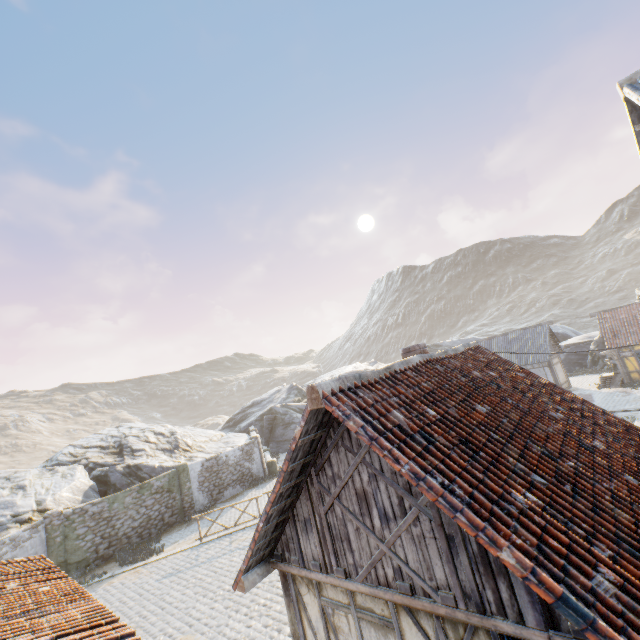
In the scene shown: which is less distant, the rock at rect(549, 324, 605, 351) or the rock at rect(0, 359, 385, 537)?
the rock at rect(0, 359, 385, 537)

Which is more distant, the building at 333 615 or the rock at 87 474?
the rock at 87 474

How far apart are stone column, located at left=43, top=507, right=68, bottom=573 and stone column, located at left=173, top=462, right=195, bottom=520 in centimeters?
548cm

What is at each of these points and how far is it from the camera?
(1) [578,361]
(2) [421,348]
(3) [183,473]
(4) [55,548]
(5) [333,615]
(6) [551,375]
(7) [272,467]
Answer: (1) rock, 35.9 meters
(2) chimney, 8.1 meters
(3) stone column, 20.0 meters
(4) stone column, 15.1 meters
(5) building, 5.4 meters
(6) building, 27.4 meters
(7) stone column, 24.3 meters

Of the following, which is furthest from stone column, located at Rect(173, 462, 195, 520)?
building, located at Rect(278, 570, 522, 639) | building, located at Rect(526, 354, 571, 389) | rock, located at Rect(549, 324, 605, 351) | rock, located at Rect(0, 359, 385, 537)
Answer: building, located at Rect(526, 354, 571, 389)

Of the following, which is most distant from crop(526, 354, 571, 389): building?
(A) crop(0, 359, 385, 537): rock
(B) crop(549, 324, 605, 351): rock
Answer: (A) crop(0, 359, 385, 537): rock

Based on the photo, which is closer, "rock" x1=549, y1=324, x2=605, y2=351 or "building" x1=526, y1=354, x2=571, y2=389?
"building" x1=526, y1=354, x2=571, y2=389

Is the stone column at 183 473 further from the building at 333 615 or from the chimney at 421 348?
the chimney at 421 348
